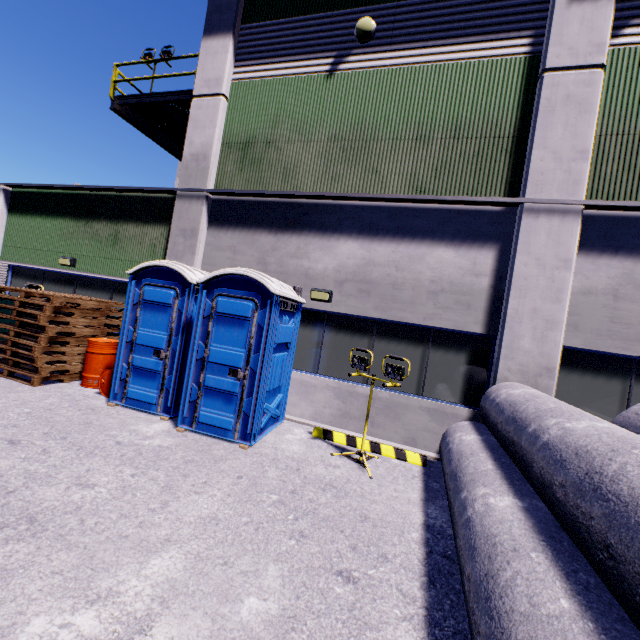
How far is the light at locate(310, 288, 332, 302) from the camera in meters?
7.0

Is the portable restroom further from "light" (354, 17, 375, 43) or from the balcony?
"light" (354, 17, 375, 43)

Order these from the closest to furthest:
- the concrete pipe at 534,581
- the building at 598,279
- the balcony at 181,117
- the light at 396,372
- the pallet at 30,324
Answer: the concrete pipe at 534,581 → the light at 396,372 → the building at 598,279 → the pallet at 30,324 → the balcony at 181,117

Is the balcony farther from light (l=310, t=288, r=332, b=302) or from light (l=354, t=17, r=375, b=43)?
light (l=310, t=288, r=332, b=302)

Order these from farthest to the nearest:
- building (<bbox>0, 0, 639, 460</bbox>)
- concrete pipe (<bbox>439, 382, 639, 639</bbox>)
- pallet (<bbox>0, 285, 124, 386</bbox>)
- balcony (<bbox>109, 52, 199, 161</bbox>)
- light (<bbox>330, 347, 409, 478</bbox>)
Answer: balcony (<bbox>109, 52, 199, 161</bbox>) < pallet (<bbox>0, 285, 124, 386</bbox>) < building (<bbox>0, 0, 639, 460</bbox>) < light (<bbox>330, 347, 409, 478</bbox>) < concrete pipe (<bbox>439, 382, 639, 639</bbox>)

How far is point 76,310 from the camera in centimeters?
726cm

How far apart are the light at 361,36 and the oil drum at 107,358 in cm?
858

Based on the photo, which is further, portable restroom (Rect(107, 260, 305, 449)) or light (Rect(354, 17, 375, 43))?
light (Rect(354, 17, 375, 43))
